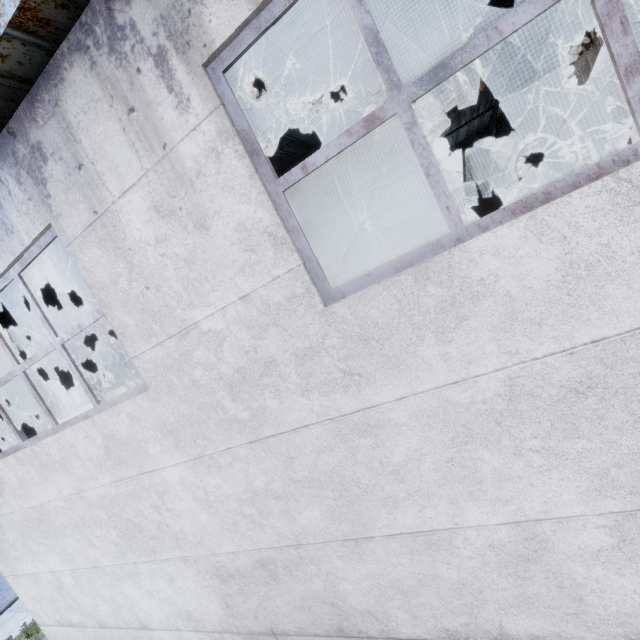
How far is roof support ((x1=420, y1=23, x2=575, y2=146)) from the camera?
5.7m

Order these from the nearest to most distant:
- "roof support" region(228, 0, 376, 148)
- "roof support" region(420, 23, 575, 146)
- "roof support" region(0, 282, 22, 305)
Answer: "roof support" region(228, 0, 376, 148) < "roof support" region(420, 23, 575, 146) < "roof support" region(0, 282, 22, 305)

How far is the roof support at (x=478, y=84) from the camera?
5.7 meters

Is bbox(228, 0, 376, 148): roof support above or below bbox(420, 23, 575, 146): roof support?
above

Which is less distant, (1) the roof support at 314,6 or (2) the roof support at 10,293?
(1) the roof support at 314,6

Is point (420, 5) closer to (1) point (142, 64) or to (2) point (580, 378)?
(1) point (142, 64)

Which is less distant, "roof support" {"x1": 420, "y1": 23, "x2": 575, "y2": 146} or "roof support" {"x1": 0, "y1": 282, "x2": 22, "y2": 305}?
"roof support" {"x1": 420, "y1": 23, "x2": 575, "y2": 146}
